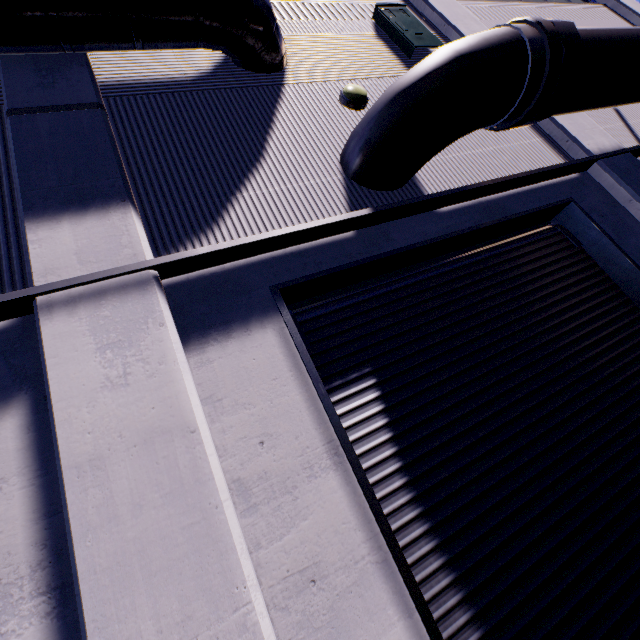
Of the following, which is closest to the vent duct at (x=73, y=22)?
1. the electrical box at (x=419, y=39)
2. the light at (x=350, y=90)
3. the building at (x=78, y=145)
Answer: the building at (x=78, y=145)

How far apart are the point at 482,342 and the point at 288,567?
3.1m

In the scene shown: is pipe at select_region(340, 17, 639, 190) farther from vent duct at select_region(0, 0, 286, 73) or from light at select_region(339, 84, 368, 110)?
vent duct at select_region(0, 0, 286, 73)

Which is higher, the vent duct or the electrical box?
the electrical box

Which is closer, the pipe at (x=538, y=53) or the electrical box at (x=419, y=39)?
the pipe at (x=538, y=53)

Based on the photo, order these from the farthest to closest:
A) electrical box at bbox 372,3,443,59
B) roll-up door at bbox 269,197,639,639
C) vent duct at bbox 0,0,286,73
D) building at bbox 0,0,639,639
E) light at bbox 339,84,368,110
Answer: electrical box at bbox 372,3,443,59, light at bbox 339,84,368,110, vent duct at bbox 0,0,286,73, roll-up door at bbox 269,197,639,639, building at bbox 0,0,639,639

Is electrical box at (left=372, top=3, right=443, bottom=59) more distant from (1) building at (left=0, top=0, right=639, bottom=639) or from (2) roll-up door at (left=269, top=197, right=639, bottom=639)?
(2) roll-up door at (left=269, top=197, right=639, bottom=639)

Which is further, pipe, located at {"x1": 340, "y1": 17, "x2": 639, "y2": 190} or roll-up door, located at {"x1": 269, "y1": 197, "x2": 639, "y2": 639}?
pipe, located at {"x1": 340, "y1": 17, "x2": 639, "y2": 190}
